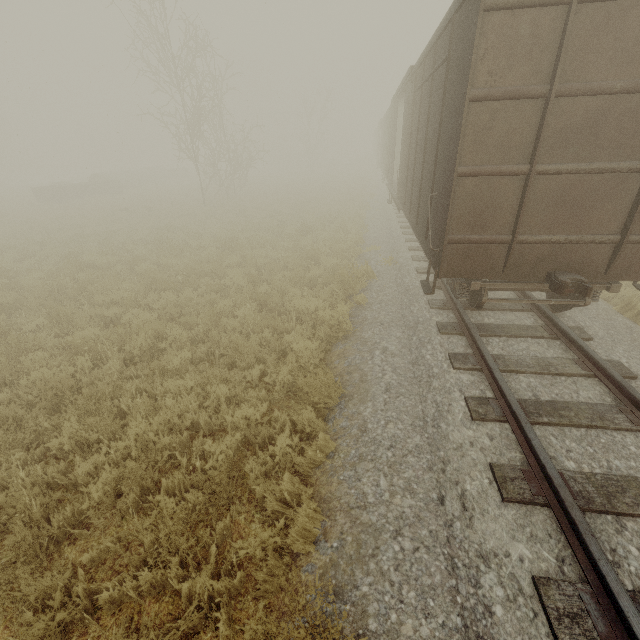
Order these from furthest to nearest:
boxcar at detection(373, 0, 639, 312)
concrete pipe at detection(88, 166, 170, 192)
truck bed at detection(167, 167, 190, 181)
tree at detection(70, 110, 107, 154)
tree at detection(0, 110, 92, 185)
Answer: tree at detection(70, 110, 107, 154)
tree at detection(0, 110, 92, 185)
truck bed at detection(167, 167, 190, 181)
concrete pipe at detection(88, 166, 170, 192)
boxcar at detection(373, 0, 639, 312)

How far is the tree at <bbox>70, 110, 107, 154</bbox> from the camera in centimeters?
5562cm

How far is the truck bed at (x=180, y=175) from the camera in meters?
40.6 m

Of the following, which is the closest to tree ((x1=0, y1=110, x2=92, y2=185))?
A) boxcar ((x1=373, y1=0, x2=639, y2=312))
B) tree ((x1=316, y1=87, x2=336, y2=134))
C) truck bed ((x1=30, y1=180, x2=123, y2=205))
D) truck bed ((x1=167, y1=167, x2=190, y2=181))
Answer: truck bed ((x1=167, y1=167, x2=190, y2=181))

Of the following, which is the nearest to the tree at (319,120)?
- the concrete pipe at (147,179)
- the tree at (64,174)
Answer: the concrete pipe at (147,179)

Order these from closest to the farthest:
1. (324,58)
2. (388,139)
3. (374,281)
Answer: (374,281)
(388,139)
(324,58)

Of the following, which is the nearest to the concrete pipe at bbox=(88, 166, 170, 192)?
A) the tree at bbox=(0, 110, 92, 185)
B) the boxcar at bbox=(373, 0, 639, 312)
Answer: the tree at bbox=(0, 110, 92, 185)

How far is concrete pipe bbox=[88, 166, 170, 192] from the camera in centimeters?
3184cm
